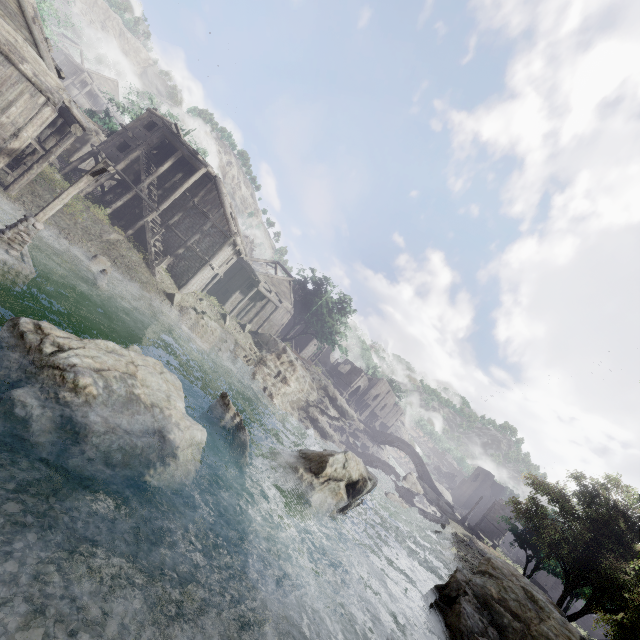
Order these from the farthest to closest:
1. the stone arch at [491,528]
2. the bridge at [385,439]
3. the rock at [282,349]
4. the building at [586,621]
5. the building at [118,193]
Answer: the bridge at [385,439], the stone arch at [491,528], the building at [586,621], the rock at [282,349], the building at [118,193]

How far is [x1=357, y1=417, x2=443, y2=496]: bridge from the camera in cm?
5128

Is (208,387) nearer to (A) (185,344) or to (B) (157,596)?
(A) (185,344)

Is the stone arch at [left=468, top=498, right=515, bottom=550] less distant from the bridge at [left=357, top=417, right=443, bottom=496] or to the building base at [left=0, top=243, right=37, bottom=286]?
the bridge at [left=357, top=417, right=443, bottom=496]

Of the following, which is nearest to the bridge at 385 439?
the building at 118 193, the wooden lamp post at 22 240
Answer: the building at 118 193

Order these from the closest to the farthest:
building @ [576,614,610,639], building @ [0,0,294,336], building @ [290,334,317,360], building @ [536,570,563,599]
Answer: building @ [0,0,294,336]
building @ [576,614,610,639]
building @ [536,570,563,599]
building @ [290,334,317,360]

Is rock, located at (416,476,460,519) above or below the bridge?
below

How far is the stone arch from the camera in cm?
4419
